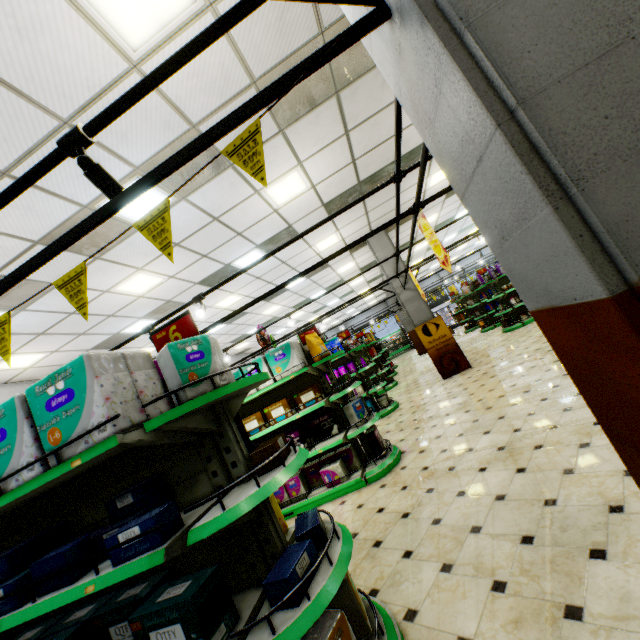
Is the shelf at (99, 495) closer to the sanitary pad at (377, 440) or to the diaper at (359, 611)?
the diaper at (359, 611)

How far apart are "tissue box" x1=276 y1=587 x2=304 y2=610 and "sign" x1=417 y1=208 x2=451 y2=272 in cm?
295

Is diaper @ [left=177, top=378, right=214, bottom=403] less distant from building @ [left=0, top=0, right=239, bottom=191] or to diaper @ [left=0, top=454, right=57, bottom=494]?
diaper @ [left=0, top=454, right=57, bottom=494]

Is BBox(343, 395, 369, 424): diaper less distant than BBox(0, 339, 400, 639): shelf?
No

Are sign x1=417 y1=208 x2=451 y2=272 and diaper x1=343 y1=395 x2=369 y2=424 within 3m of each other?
yes

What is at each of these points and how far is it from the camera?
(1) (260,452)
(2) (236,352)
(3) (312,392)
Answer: (1) tissue box, 2.0 meters
(2) building, 18.6 meters
(3) sanitary pad, 5.2 meters

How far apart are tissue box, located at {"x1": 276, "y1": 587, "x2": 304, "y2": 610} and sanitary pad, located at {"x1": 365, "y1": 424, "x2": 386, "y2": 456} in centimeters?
320cm

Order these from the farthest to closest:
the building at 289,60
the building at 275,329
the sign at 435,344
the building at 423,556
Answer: the building at 275,329 → the sign at 435,344 → the building at 289,60 → the building at 423,556
